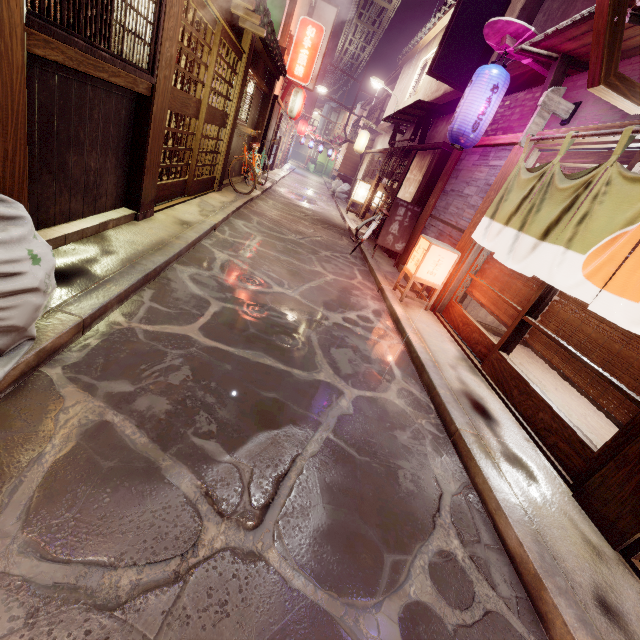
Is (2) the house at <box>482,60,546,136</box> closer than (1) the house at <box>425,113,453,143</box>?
Yes

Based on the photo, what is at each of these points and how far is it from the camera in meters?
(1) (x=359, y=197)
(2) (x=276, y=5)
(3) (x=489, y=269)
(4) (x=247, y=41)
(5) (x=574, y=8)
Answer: (1) light, 25.2 m
(2) vent, 19.1 m
(3) blind, 9.1 m
(4) wood pole, 11.8 m
(5) house, 9.0 m

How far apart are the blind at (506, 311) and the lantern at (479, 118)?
3.9m

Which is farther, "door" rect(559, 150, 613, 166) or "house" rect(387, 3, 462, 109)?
"house" rect(387, 3, 462, 109)

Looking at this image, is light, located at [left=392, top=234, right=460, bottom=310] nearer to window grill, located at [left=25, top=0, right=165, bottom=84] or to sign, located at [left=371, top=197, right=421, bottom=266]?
sign, located at [left=371, top=197, right=421, bottom=266]

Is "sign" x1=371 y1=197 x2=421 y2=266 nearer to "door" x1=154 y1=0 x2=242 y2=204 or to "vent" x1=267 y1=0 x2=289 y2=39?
"door" x1=154 y1=0 x2=242 y2=204

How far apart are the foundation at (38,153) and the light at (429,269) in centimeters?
764cm
